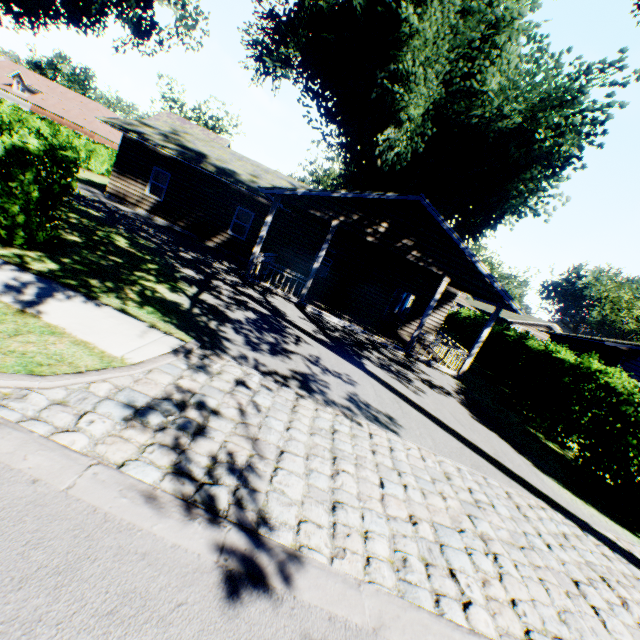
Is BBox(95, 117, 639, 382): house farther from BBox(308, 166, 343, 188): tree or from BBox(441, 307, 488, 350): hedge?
BBox(308, 166, 343, 188): tree

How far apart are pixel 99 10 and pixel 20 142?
26.7 meters

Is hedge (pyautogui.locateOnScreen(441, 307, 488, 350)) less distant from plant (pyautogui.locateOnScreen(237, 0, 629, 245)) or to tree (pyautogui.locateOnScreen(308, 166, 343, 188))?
plant (pyautogui.locateOnScreen(237, 0, 629, 245))

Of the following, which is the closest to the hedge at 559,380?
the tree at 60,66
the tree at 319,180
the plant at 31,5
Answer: the tree at 60,66

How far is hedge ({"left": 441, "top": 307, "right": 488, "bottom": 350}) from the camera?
26.0 meters

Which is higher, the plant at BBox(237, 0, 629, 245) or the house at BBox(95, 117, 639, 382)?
the plant at BBox(237, 0, 629, 245)

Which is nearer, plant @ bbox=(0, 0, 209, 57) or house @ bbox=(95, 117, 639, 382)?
house @ bbox=(95, 117, 639, 382)

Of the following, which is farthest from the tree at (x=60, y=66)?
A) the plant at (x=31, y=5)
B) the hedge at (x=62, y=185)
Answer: the plant at (x=31, y=5)
